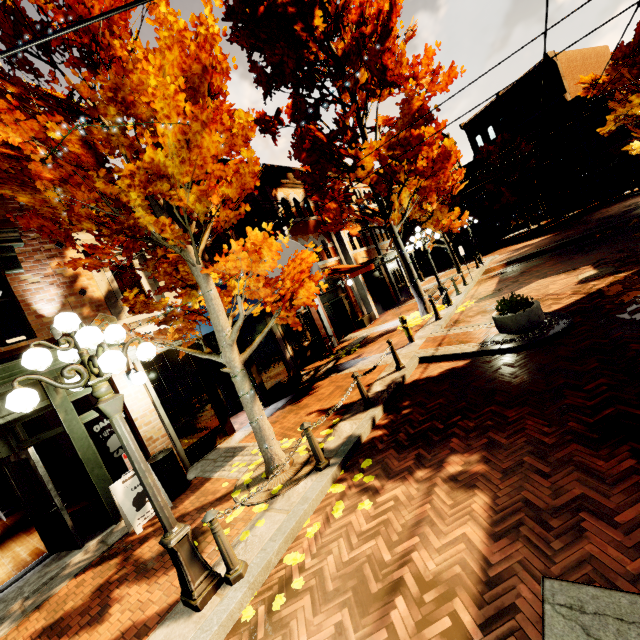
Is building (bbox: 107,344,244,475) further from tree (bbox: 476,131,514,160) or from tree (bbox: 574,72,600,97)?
tree (bbox: 476,131,514,160)

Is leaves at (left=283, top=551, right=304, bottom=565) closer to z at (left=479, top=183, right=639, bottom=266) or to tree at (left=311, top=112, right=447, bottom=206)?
tree at (left=311, top=112, right=447, bottom=206)

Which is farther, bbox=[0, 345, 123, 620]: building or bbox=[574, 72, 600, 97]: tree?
bbox=[574, 72, 600, 97]: tree

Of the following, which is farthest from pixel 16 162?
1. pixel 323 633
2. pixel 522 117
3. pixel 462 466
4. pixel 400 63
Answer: pixel 522 117

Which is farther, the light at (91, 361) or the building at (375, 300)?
the building at (375, 300)

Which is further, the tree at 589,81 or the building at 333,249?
the tree at 589,81

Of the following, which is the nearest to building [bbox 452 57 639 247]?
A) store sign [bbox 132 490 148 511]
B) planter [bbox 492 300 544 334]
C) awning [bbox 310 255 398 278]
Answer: awning [bbox 310 255 398 278]

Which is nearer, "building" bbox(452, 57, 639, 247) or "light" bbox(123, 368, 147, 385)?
"light" bbox(123, 368, 147, 385)
